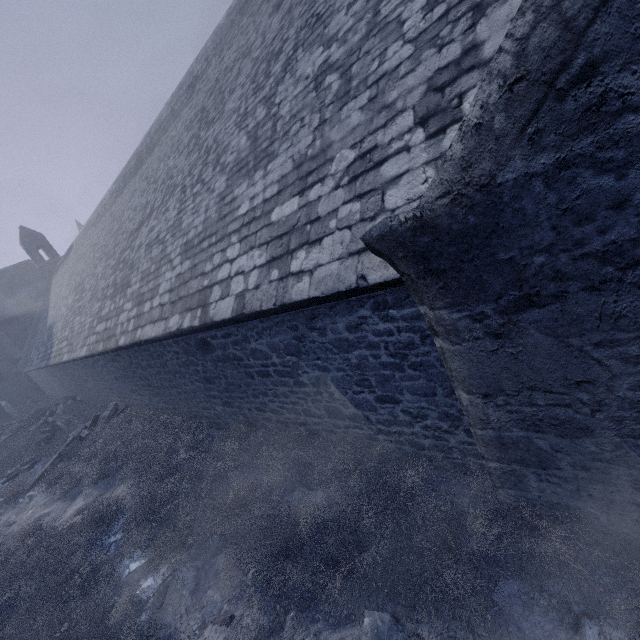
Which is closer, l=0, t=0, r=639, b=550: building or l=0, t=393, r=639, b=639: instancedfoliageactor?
l=0, t=0, r=639, b=550: building

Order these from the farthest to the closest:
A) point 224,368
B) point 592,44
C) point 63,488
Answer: point 63,488, point 224,368, point 592,44

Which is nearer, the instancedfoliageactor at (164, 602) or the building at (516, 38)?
the building at (516, 38)

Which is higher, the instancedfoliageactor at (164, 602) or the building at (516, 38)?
the building at (516, 38)

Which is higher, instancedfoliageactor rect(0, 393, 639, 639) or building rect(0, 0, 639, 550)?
building rect(0, 0, 639, 550)
